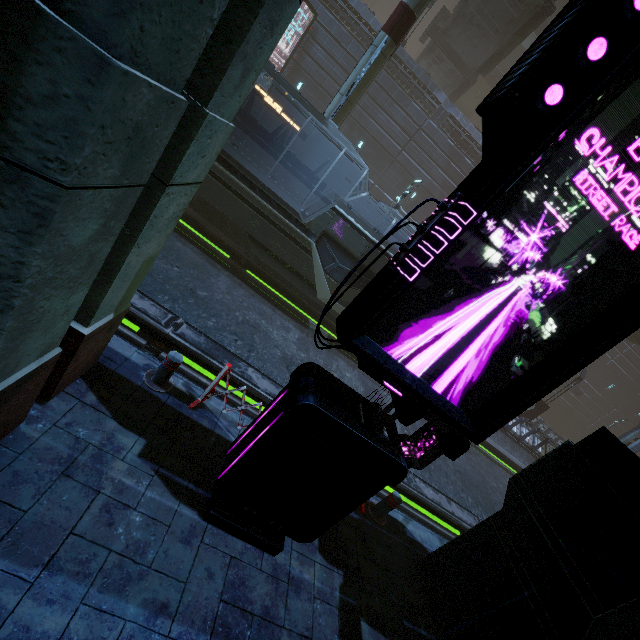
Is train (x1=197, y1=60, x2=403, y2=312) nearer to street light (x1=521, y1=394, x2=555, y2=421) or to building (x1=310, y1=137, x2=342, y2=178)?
building (x1=310, y1=137, x2=342, y2=178)

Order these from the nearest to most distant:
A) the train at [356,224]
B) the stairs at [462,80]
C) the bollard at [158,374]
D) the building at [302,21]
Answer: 1. the bollard at [158,374]
2. the train at [356,224]
3. the stairs at [462,80]
4. the building at [302,21]

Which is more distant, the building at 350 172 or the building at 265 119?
the building at 265 119

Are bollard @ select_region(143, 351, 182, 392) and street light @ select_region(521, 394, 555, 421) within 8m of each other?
no

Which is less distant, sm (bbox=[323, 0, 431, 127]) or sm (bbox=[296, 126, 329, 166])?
sm (bbox=[323, 0, 431, 127])

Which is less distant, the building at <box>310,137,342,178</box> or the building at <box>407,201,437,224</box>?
the building at <box>310,137,342,178</box>

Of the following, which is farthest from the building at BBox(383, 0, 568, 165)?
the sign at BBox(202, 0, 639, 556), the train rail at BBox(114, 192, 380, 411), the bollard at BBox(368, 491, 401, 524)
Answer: the sign at BBox(202, 0, 639, 556)

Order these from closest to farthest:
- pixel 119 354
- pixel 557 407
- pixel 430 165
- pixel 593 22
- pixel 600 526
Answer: pixel 593 22
pixel 600 526
pixel 119 354
pixel 430 165
pixel 557 407
